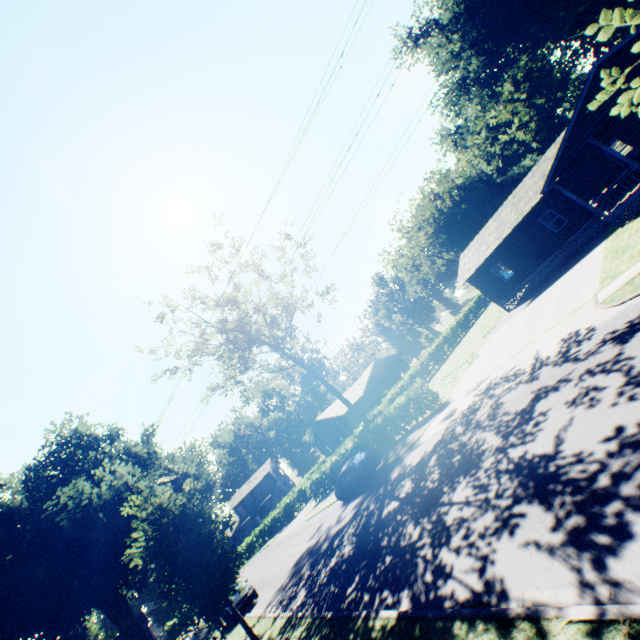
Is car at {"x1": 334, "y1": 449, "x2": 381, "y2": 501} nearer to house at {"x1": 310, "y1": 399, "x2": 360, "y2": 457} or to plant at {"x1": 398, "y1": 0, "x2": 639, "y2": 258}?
plant at {"x1": 398, "y1": 0, "x2": 639, "y2": 258}

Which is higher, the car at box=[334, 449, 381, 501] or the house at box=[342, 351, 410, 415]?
the house at box=[342, 351, 410, 415]

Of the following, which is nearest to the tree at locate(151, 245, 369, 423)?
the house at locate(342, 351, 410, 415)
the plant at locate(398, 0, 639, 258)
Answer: the house at locate(342, 351, 410, 415)

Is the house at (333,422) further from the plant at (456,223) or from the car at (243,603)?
the car at (243,603)

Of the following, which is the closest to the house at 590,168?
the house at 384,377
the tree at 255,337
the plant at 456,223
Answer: the tree at 255,337

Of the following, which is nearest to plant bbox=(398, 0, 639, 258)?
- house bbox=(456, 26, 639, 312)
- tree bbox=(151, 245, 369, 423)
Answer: tree bbox=(151, 245, 369, 423)

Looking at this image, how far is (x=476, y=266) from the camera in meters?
27.0 m

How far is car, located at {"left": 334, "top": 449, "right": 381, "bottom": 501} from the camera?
19.8 meters
